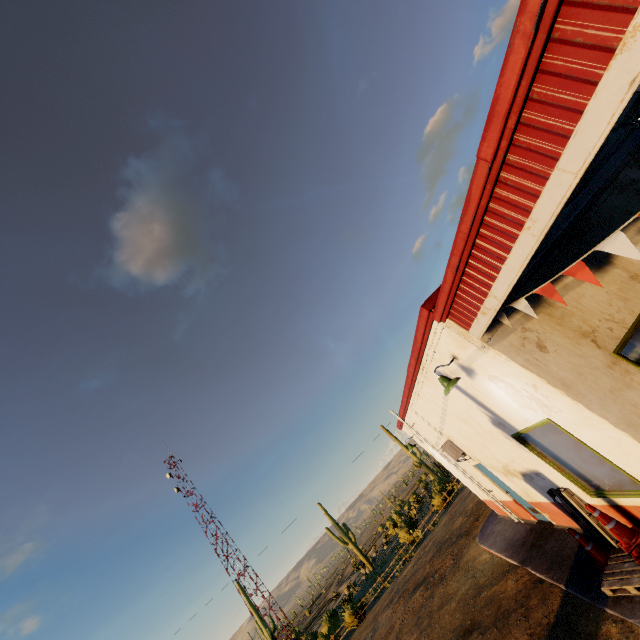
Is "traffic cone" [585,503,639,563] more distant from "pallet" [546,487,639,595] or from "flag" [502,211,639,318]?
"flag" [502,211,639,318]

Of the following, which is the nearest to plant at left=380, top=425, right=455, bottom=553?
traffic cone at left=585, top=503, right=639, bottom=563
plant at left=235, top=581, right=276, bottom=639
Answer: plant at left=235, top=581, right=276, bottom=639

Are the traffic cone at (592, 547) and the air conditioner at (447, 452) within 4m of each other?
yes

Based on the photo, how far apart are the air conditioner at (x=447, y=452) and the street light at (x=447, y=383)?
5.19m

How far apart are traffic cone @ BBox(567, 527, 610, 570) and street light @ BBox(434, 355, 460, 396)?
3.9m

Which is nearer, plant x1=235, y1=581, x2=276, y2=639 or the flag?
the flag

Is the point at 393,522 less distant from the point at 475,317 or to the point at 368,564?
the point at 368,564

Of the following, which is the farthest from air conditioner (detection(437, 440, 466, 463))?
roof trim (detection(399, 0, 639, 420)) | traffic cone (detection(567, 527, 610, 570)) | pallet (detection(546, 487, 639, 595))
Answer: traffic cone (detection(567, 527, 610, 570))
